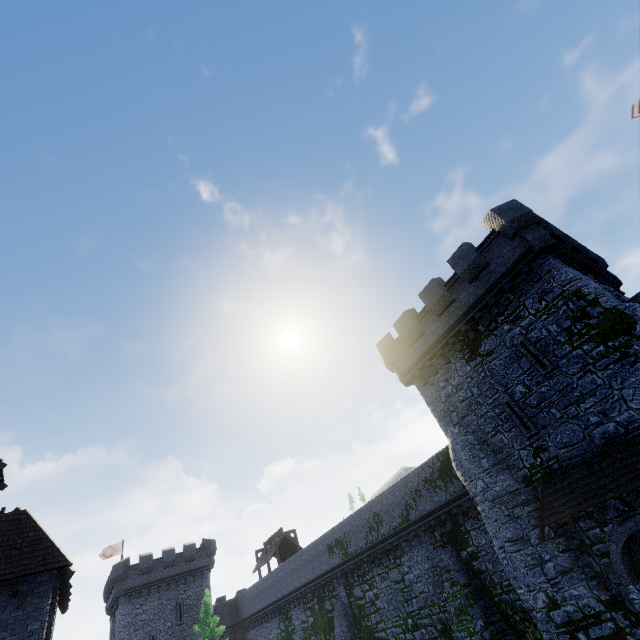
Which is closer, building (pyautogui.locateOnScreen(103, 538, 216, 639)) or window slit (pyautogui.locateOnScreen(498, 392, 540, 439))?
window slit (pyautogui.locateOnScreen(498, 392, 540, 439))

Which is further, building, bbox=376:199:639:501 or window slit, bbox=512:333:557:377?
window slit, bbox=512:333:557:377

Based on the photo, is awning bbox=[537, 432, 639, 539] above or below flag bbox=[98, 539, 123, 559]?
below

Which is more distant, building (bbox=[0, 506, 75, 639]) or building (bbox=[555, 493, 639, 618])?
building (bbox=[0, 506, 75, 639])

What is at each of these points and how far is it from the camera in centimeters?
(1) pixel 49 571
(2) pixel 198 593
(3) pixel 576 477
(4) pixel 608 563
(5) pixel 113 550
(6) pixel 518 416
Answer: (1) building, 1326cm
(2) building, 3950cm
(3) awning, 1232cm
(4) building, 1161cm
(5) flag, 4316cm
(6) window slit, 1462cm

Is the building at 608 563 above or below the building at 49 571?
below

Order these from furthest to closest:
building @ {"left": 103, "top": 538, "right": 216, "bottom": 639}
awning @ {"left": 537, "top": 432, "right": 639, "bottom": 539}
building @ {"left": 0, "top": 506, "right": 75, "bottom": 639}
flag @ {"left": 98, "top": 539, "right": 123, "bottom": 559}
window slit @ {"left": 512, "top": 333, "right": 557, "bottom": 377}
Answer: flag @ {"left": 98, "top": 539, "right": 123, "bottom": 559} → building @ {"left": 103, "top": 538, "right": 216, "bottom": 639} → window slit @ {"left": 512, "top": 333, "right": 557, "bottom": 377} → building @ {"left": 0, "top": 506, "right": 75, "bottom": 639} → awning @ {"left": 537, "top": 432, "right": 639, "bottom": 539}

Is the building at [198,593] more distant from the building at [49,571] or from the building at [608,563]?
the building at [608,563]
